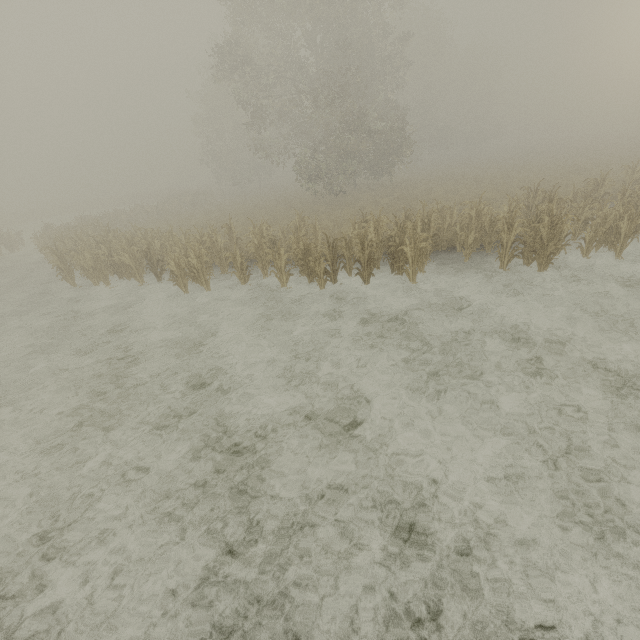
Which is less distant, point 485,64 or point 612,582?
point 612,582
